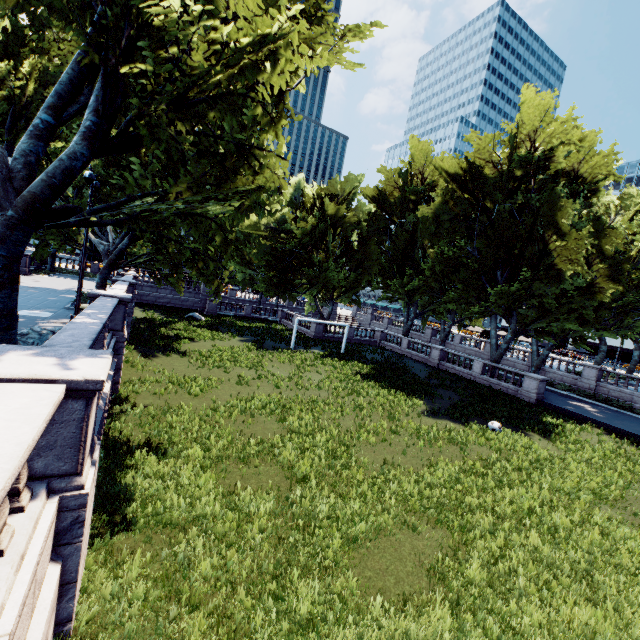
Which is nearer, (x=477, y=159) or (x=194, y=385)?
(x=194, y=385)

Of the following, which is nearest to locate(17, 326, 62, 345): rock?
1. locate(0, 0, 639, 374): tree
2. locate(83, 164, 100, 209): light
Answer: locate(0, 0, 639, 374): tree

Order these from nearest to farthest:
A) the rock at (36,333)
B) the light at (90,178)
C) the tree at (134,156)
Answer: the tree at (134,156) < the rock at (36,333) < the light at (90,178)

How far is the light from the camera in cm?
1408

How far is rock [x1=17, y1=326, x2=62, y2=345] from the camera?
9.4 meters

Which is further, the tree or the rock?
the rock

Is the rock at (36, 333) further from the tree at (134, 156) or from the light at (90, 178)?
the light at (90, 178)
